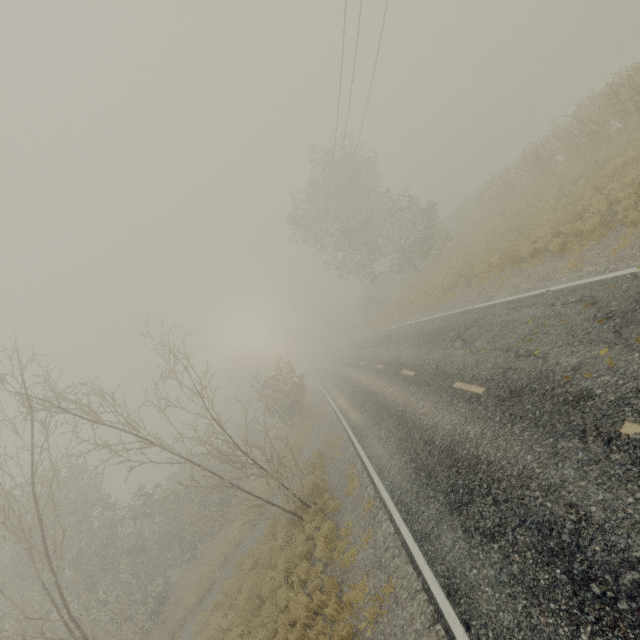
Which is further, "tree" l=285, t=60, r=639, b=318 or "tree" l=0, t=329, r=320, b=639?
"tree" l=285, t=60, r=639, b=318

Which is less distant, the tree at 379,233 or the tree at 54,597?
the tree at 54,597

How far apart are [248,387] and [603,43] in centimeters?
7698cm
